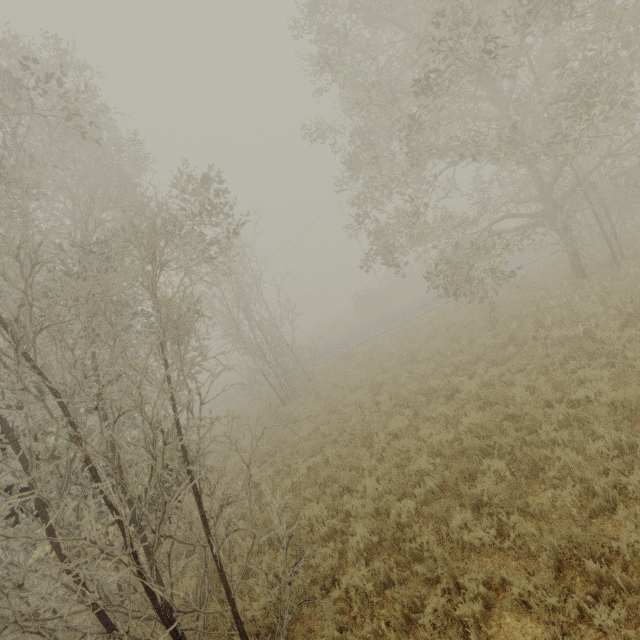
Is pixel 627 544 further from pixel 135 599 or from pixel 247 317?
pixel 247 317
